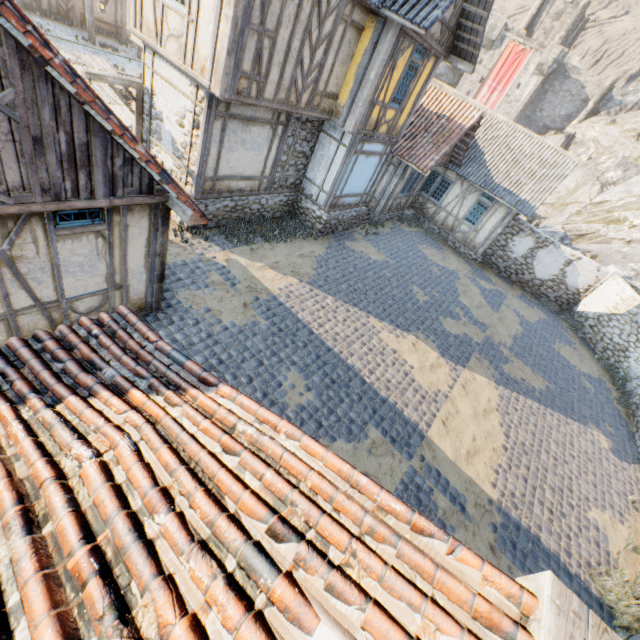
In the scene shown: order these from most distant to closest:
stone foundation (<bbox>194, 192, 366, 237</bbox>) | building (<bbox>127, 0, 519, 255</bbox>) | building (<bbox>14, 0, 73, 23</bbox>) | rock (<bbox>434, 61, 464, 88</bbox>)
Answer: rock (<bbox>434, 61, 464, 88</bbox>) < building (<bbox>14, 0, 73, 23</bbox>) < stone foundation (<bbox>194, 192, 366, 237</bbox>) < building (<bbox>127, 0, 519, 255</bbox>)

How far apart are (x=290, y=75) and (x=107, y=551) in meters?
10.4

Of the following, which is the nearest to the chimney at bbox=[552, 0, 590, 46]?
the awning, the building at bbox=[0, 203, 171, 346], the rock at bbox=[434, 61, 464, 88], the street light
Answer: the rock at bbox=[434, 61, 464, 88]

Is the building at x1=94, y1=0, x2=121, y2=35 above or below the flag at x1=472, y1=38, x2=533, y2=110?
below

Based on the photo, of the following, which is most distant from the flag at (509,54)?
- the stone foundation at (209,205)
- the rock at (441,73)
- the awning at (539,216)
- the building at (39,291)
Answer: the building at (39,291)

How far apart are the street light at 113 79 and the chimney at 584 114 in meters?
50.9 m

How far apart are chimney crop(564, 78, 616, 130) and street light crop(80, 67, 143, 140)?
50.9m

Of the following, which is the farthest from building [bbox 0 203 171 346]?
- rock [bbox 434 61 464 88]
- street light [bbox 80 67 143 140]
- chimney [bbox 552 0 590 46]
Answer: chimney [bbox 552 0 590 46]
